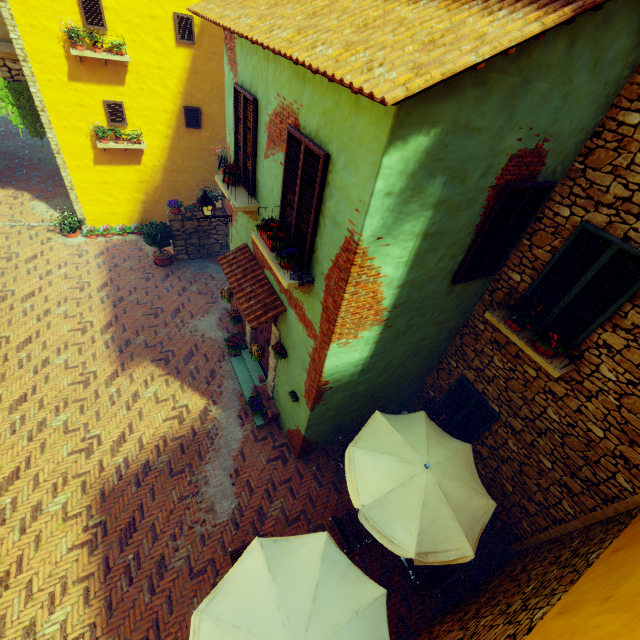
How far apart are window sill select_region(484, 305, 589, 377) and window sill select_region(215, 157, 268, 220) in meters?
A: 4.8

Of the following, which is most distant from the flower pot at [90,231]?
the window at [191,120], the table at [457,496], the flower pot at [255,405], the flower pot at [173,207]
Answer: the table at [457,496]

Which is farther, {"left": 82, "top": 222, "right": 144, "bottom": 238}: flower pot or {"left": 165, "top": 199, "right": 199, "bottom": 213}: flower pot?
{"left": 82, "top": 222, "right": 144, "bottom": 238}: flower pot

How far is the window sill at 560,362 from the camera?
5.08m

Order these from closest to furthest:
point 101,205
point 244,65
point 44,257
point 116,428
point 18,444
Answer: point 244,65 < point 18,444 < point 116,428 < point 44,257 < point 101,205

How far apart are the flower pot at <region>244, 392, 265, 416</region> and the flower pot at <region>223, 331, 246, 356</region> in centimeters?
153cm

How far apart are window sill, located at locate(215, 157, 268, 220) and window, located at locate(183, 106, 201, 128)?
6.9m

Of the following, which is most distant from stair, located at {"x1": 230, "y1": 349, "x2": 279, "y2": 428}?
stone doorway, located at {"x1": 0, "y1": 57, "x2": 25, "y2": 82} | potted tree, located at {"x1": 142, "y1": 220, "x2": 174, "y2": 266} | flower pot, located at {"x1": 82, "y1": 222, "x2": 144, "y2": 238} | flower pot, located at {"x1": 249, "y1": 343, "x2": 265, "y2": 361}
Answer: stone doorway, located at {"x1": 0, "y1": 57, "x2": 25, "y2": 82}
